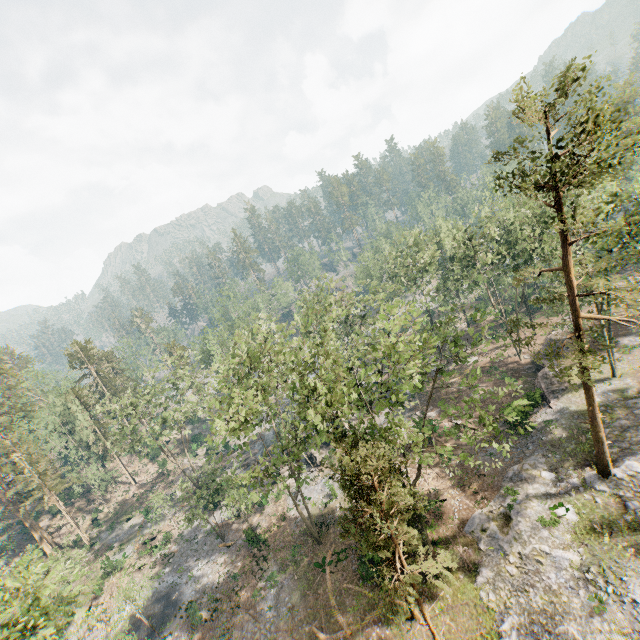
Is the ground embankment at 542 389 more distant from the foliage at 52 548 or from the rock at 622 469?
the rock at 622 469

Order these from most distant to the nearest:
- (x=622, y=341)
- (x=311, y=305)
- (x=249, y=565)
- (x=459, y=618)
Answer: (x=311, y=305)
(x=622, y=341)
(x=249, y=565)
(x=459, y=618)

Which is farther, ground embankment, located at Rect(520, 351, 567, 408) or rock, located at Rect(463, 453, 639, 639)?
ground embankment, located at Rect(520, 351, 567, 408)

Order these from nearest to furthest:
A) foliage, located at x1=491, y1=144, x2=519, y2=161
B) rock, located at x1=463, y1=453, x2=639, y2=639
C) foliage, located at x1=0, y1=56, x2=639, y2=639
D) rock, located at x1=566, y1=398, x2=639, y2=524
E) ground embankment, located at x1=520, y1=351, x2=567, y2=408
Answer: foliage, located at x1=0, y1=56, x2=639, y2=639
rock, located at x1=463, y1=453, x2=639, y2=639
foliage, located at x1=491, y1=144, x2=519, y2=161
rock, located at x1=566, y1=398, x2=639, y2=524
ground embankment, located at x1=520, y1=351, x2=567, y2=408

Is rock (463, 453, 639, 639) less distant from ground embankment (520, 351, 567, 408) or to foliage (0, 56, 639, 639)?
foliage (0, 56, 639, 639)

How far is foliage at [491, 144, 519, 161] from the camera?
17.0 meters

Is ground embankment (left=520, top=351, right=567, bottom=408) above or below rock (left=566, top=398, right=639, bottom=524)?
below
